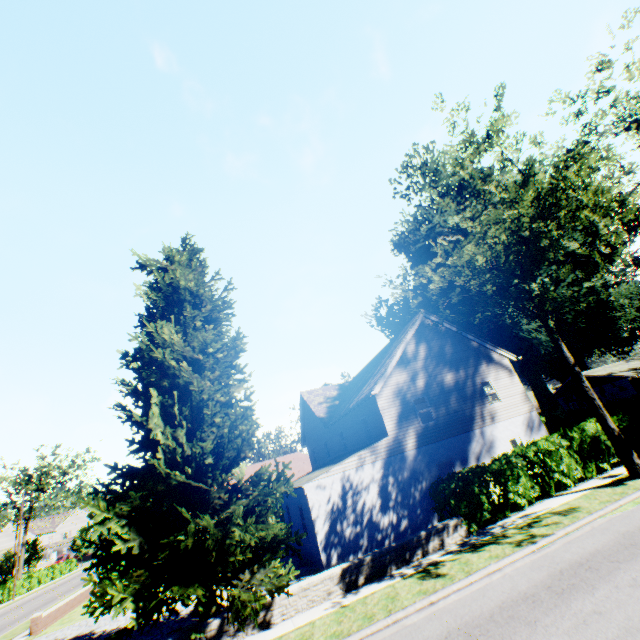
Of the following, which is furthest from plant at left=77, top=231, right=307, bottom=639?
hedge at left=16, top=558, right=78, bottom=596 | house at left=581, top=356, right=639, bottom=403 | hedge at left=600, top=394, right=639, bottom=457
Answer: hedge at left=16, top=558, right=78, bottom=596

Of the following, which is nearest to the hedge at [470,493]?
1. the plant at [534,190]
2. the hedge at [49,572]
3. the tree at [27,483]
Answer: the tree at [27,483]

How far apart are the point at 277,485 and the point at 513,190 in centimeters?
1777cm

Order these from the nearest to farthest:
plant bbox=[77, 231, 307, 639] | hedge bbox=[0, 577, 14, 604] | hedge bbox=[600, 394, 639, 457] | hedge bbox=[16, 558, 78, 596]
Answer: plant bbox=[77, 231, 307, 639]
hedge bbox=[600, 394, 639, 457]
hedge bbox=[0, 577, 14, 604]
hedge bbox=[16, 558, 78, 596]

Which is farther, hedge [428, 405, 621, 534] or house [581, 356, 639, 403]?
house [581, 356, 639, 403]

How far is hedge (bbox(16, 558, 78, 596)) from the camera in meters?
41.6 m

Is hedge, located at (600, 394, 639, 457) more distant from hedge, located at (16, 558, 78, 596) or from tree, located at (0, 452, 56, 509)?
hedge, located at (16, 558, 78, 596)
